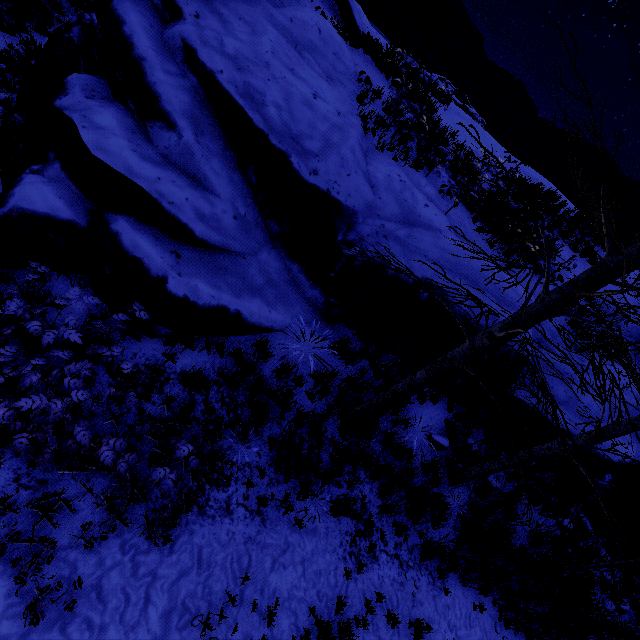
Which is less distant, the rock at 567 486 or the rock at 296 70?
the rock at 296 70

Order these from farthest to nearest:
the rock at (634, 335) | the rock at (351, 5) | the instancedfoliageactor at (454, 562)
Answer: the rock at (634, 335)
the rock at (351, 5)
the instancedfoliageactor at (454, 562)

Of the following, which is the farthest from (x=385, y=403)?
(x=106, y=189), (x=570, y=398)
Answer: (x=106, y=189)

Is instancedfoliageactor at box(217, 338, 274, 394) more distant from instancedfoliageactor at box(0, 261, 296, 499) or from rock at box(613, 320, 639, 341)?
instancedfoliageactor at box(0, 261, 296, 499)

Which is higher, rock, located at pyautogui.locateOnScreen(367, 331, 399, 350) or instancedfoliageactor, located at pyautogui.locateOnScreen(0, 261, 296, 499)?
rock, located at pyautogui.locateOnScreen(367, 331, 399, 350)

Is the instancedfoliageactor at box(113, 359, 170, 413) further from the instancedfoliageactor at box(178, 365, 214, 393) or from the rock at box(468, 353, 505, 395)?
the rock at box(468, 353, 505, 395)

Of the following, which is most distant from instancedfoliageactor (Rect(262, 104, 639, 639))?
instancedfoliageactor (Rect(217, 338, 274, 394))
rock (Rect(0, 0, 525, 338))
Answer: instancedfoliageactor (Rect(217, 338, 274, 394))

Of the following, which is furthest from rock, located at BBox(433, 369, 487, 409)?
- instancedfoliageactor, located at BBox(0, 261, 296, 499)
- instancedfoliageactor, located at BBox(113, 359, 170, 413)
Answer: instancedfoliageactor, located at BBox(113, 359, 170, 413)
